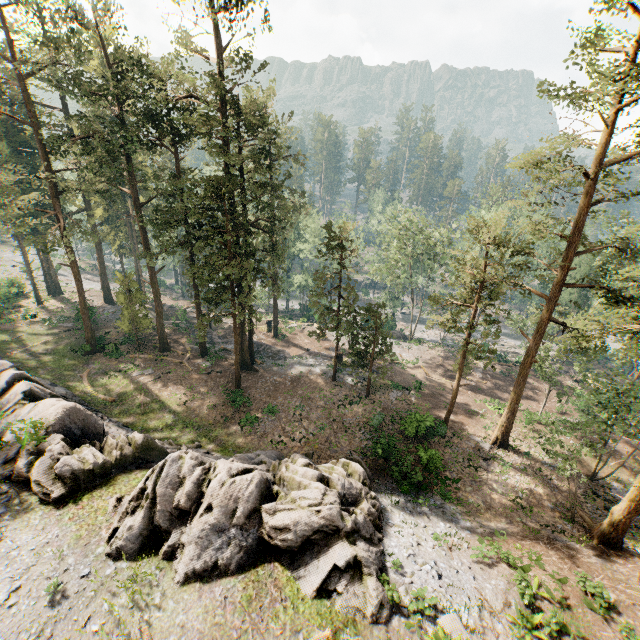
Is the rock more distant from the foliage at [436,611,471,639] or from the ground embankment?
the ground embankment

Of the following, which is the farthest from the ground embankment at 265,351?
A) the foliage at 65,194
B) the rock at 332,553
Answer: the rock at 332,553

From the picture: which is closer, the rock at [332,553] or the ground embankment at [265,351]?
the rock at [332,553]

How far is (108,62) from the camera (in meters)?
26.27

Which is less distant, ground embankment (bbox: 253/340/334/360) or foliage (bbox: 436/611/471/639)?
foliage (bbox: 436/611/471/639)

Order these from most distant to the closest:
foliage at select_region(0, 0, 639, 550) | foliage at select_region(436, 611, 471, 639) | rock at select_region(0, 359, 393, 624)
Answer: foliage at select_region(0, 0, 639, 550) < rock at select_region(0, 359, 393, 624) < foliage at select_region(436, 611, 471, 639)

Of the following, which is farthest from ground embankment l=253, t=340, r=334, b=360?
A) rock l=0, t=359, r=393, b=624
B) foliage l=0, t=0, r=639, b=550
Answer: rock l=0, t=359, r=393, b=624
